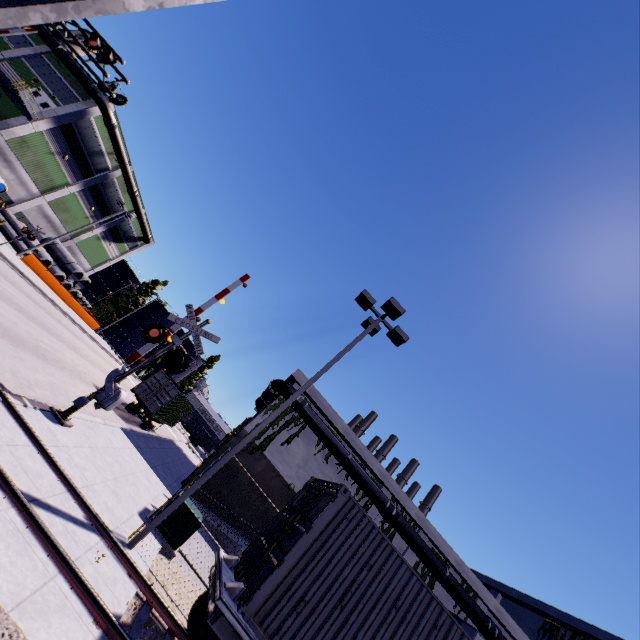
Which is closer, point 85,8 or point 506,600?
point 85,8

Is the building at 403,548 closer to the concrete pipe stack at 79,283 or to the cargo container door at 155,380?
the concrete pipe stack at 79,283

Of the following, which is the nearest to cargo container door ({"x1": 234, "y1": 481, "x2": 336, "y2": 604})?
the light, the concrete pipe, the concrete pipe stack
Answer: the light

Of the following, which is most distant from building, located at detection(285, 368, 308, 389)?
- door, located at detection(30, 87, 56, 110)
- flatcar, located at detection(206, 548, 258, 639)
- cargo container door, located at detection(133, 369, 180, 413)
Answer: cargo container door, located at detection(133, 369, 180, 413)

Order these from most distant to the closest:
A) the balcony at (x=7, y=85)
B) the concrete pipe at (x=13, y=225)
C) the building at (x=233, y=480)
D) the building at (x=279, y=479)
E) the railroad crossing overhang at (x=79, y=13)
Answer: the concrete pipe at (x=13, y=225)
the balcony at (x=7, y=85)
the building at (x=279, y=479)
the building at (x=233, y=480)
the railroad crossing overhang at (x=79, y=13)

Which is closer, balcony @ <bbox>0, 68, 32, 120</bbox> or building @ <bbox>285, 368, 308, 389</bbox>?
building @ <bbox>285, 368, 308, 389</bbox>

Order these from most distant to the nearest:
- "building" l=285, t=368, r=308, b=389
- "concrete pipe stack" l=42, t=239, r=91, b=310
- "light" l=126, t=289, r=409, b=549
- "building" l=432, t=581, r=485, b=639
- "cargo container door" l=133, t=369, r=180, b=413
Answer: "concrete pipe stack" l=42, t=239, r=91, b=310, "building" l=285, t=368, r=308, b=389, "cargo container door" l=133, t=369, r=180, b=413, "building" l=432, t=581, r=485, b=639, "light" l=126, t=289, r=409, b=549

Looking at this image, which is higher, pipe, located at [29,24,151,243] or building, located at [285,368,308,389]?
pipe, located at [29,24,151,243]
